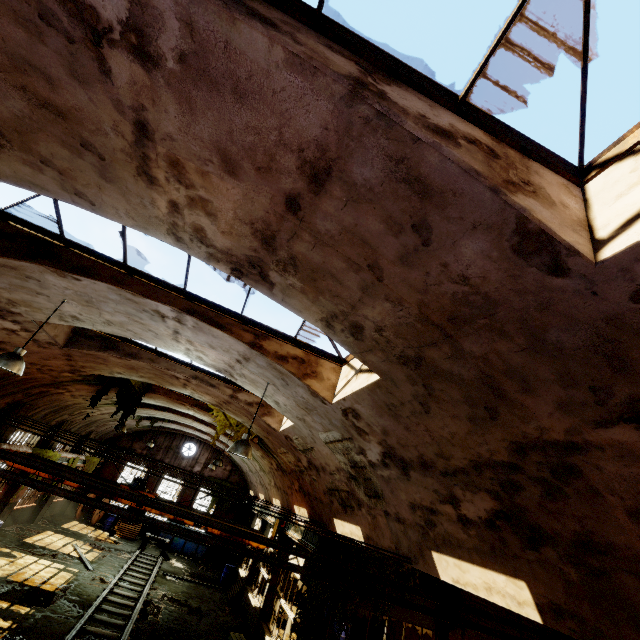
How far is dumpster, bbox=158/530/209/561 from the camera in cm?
2356

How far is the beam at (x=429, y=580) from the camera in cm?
1105

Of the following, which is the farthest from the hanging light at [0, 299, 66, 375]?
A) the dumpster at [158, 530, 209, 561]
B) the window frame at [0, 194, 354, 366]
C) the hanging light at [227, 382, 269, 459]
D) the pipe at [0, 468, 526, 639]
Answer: the dumpster at [158, 530, 209, 561]

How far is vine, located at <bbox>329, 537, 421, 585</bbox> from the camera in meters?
10.4 m

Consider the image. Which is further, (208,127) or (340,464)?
(340,464)

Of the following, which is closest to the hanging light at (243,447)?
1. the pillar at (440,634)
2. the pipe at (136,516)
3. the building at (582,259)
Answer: the building at (582,259)

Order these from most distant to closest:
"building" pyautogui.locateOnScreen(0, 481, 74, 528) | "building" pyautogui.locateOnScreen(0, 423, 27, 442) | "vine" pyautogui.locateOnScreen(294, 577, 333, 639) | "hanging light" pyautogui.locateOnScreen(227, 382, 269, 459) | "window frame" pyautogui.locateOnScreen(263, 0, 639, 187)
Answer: "building" pyautogui.locateOnScreen(0, 481, 74, 528) < "building" pyautogui.locateOnScreen(0, 423, 27, 442) < "vine" pyautogui.locateOnScreen(294, 577, 333, 639) < "hanging light" pyautogui.locateOnScreen(227, 382, 269, 459) < "window frame" pyautogui.locateOnScreen(263, 0, 639, 187)

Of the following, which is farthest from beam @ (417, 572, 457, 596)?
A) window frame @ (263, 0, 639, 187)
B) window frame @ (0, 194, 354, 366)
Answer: window frame @ (263, 0, 639, 187)
